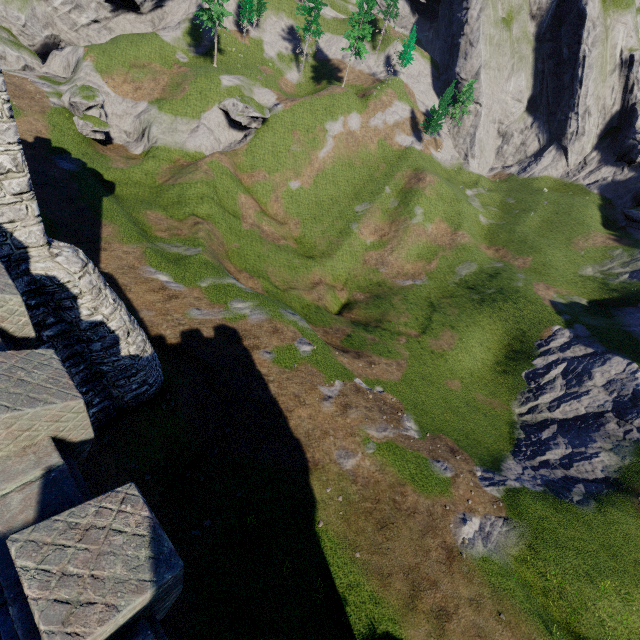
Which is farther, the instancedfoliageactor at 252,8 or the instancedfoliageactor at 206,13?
the instancedfoliageactor at 252,8

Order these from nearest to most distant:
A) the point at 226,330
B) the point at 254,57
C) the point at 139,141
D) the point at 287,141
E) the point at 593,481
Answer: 1. the point at 593,481
2. the point at 226,330
3. the point at 139,141
4. the point at 287,141
5. the point at 254,57

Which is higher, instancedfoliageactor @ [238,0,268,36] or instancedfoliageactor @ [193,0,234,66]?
instancedfoliageactor @ [238,0,268,36]

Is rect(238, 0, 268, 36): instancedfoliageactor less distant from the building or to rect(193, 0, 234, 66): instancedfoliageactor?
rect(193, 0, 234, 66): instancedfoliageactor

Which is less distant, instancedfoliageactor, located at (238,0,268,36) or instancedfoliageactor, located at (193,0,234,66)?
instancedfoliageactor, located at (193,0,234,66)

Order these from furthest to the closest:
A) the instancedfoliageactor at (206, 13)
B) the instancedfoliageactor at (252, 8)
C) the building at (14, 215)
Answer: the instancedfoliageactor at (252, 8)
the instancedfoliageactor at (206, 13)
the building at (14, 215)

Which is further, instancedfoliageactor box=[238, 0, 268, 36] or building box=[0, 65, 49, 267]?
instancedfoliageactor box=[238, 0, 268, 36]
